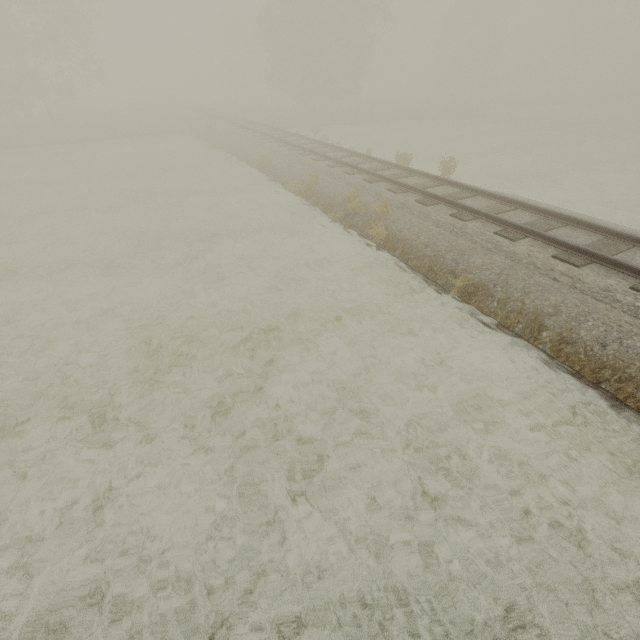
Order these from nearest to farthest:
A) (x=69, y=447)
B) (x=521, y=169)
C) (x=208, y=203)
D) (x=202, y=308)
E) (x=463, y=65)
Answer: (x=69, y=447) < (x=202, y=308) < (x=208, y=203) < (x=521, y=169) < (x=463, y=65)
